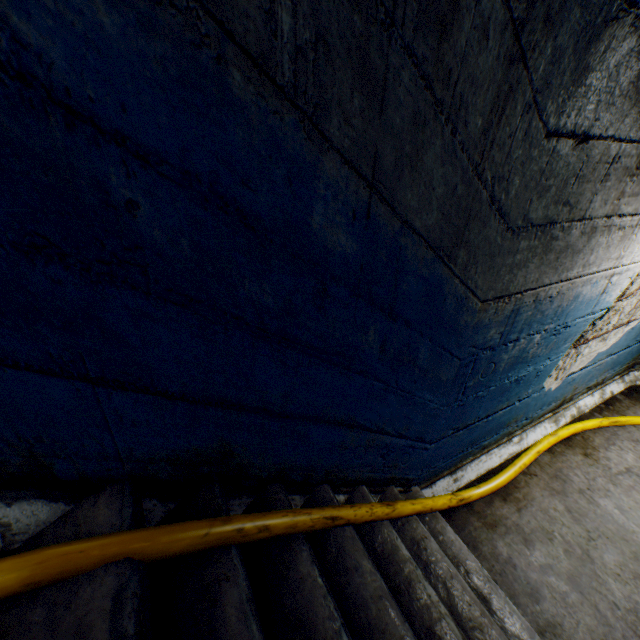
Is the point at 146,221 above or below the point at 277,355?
above
